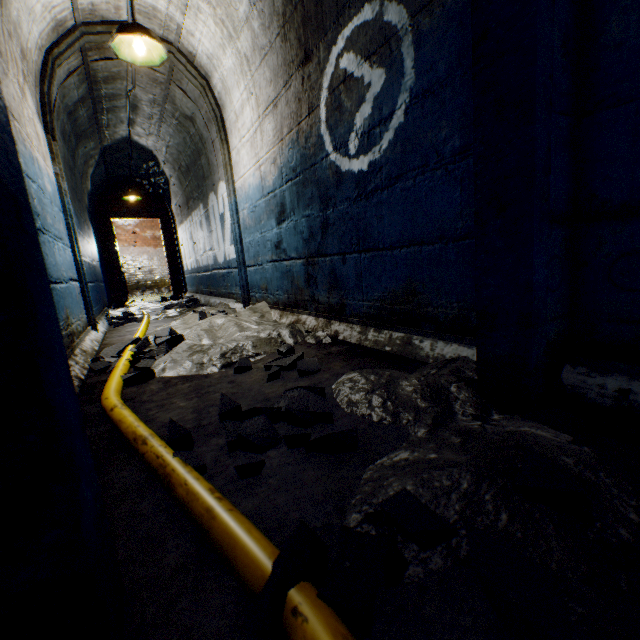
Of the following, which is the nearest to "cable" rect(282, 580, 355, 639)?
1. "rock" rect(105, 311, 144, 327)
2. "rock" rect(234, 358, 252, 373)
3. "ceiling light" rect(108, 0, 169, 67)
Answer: "rock" rect(234, 358, 252, 373)

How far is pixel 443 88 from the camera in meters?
1.4

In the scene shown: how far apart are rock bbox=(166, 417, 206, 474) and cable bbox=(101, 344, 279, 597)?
0.0 meters

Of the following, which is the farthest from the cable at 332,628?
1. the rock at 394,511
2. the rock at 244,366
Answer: the rock at 244,366

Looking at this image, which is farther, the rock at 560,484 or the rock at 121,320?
the rock at 121,320

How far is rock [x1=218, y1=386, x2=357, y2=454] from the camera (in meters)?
0.96

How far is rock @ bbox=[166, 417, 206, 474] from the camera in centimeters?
92cm
